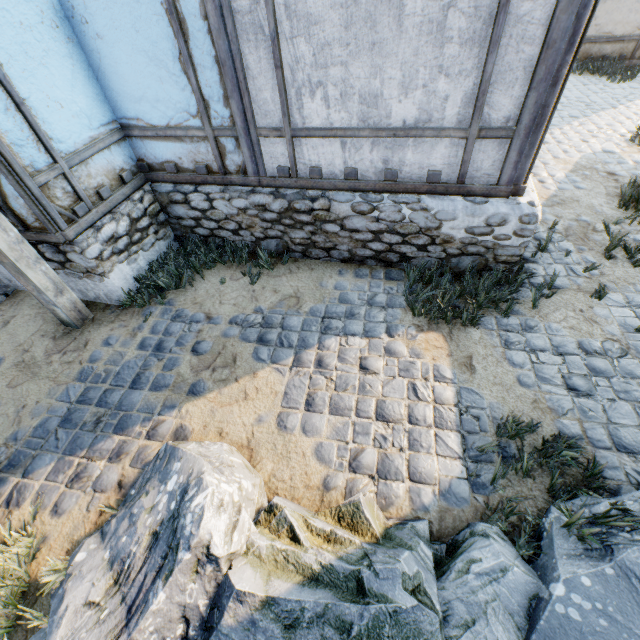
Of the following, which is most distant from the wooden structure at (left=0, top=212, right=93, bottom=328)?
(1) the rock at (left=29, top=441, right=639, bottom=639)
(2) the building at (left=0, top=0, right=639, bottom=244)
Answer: (1) the rock at (left=29, top=441, right=639, bottom=639)

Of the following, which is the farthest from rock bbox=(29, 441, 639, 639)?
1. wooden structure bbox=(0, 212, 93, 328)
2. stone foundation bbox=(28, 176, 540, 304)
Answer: wooden structure bbox=(0, 212, 93, 328)

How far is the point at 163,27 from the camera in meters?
3.3 m

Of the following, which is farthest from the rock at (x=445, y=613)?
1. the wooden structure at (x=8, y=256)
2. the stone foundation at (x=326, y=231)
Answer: the wooden structure at (x=8, y=256)

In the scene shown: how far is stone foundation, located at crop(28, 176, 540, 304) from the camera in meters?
3.7

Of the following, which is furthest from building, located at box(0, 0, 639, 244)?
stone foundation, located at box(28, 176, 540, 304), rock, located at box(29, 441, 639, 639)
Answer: rock, located at box(29, 441, 639, 639)

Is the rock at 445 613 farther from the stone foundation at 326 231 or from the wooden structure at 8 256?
the wooden structure at 8 256
